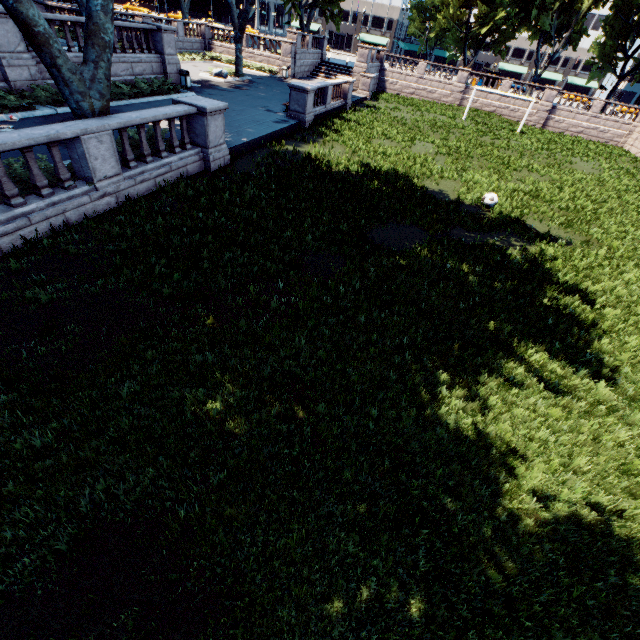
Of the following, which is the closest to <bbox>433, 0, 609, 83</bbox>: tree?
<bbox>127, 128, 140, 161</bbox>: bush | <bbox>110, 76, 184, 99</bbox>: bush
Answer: <bbox>127, 128, 140, 161</bbox>: bush

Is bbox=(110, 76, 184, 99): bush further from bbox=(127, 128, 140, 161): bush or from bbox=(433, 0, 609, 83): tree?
bbox=(127, 128, 140, 161): bush

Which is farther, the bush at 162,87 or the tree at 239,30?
the tree at 239,30

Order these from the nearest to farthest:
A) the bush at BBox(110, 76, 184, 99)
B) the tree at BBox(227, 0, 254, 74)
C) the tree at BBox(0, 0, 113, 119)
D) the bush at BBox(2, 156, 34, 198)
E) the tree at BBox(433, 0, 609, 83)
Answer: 1. the tree at BBox(0, 0, 113, 119)
2. the bush at BBox(2, 156, 34, 198)
3. the bush at BBox(110, 76, 184, 99)
4. the tree at BBox(227, 0, 254, 74)
5. the tree at BBox(433, 0, 609, 83)

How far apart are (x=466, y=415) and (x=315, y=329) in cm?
334

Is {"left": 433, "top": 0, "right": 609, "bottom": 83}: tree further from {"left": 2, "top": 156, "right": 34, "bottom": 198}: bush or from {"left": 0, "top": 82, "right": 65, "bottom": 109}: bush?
{"left": 0, "top": 82, "right": 65, "bottom": 109}: bush

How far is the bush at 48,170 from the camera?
8.3m
